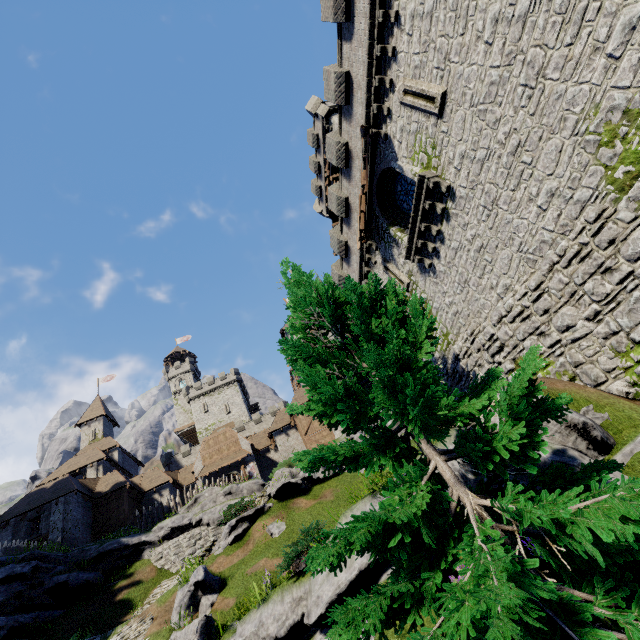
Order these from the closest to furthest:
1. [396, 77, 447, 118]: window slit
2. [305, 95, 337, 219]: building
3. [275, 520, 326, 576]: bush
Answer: [275, 520, 326, 576]: bush
[396, 77, 447, 118]: window slit
[305, 95, 337, 219]: building

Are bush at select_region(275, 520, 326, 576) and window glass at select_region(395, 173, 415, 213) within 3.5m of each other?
no

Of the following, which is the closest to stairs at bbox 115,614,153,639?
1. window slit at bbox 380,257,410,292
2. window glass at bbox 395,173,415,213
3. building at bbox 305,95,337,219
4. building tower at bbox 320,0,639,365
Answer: building tower at bbox 320,0,639,365

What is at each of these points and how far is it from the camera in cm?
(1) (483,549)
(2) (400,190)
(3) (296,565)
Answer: (1) tree, 314
(2) window glass, 1645
(3) bush, 1004

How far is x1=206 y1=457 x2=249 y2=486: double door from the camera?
34.31m

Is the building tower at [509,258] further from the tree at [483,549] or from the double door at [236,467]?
the double door at [236,467]

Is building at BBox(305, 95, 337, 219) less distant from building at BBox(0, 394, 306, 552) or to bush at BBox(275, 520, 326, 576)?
bush at BBox(275, 520, 326, 576)

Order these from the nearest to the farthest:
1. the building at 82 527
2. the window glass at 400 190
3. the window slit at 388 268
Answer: the window glass at 400 190
the window slit at 388 268
the building at 82 527
